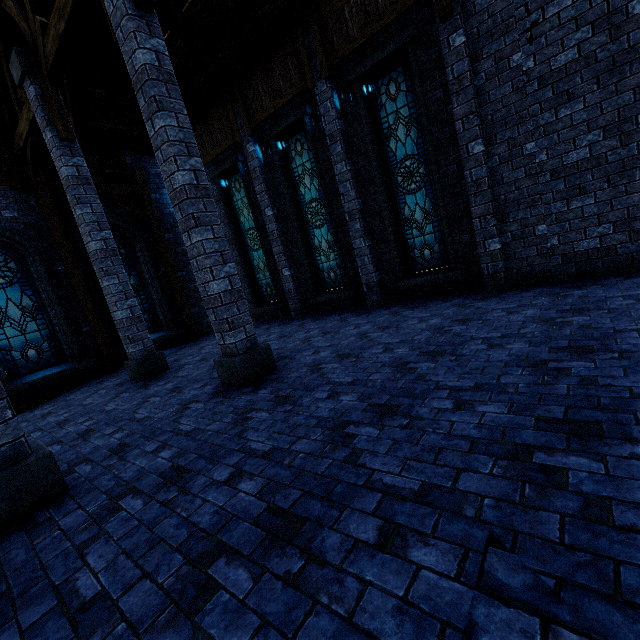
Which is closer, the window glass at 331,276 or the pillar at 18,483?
the pillar at 18,483

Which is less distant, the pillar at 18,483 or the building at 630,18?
the pillar at 18,483

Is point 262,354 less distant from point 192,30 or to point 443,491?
point 443,491

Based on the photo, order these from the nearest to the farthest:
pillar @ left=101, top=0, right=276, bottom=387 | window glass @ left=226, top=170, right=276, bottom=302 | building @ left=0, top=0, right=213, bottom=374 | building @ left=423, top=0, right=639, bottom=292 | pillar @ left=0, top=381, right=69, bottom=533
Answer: pillar @ left=0, top=381, right=69, bottom=533 → pillar @ left=101, top=0, right=276, bottom=387 → building @ left=423, top=0, right=639, bottom=292 → building @ left=0, top=0, right=213, bottom=374 → window glass @ left=226, top=170, right=276, bottom=302

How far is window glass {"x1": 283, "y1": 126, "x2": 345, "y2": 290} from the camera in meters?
9.3

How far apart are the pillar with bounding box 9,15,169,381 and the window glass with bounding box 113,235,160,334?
3.5m

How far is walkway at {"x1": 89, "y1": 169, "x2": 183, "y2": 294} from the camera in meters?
10.5

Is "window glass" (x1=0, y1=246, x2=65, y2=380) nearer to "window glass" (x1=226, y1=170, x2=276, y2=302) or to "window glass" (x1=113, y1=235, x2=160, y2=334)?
"window glass" (x1=113, y1=235, x2=160, y2=334)
